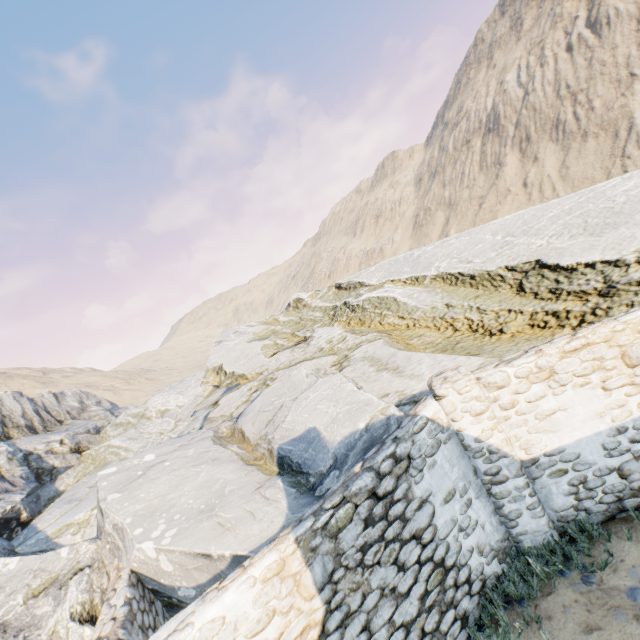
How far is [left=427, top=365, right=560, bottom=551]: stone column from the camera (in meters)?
5.17

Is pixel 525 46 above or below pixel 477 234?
above

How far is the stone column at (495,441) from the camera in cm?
517
